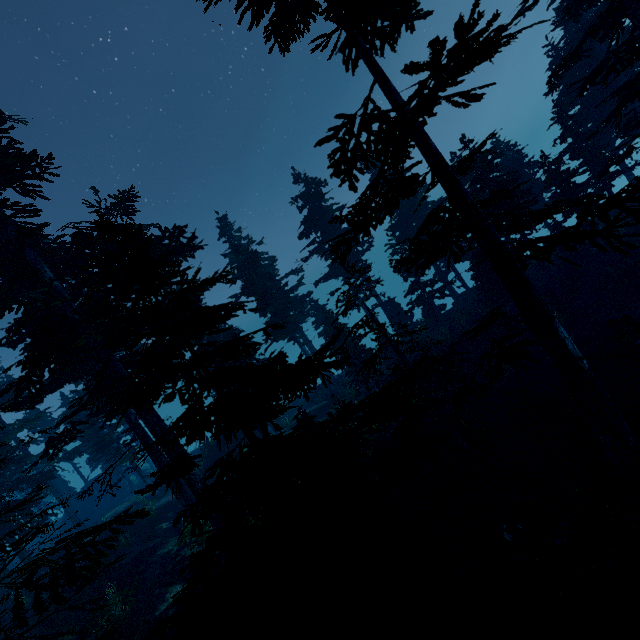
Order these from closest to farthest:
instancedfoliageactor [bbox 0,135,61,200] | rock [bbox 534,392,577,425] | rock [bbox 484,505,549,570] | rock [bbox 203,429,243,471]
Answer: rock [bbox 484,505,549,570], instancedfoliageactor [bbox 0,135,61,200], rock [bbox 534,392,577,425], rock [bbox 203,429,243,471]

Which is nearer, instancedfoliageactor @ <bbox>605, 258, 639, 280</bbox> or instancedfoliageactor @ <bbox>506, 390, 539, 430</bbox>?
instancedfoliageactor @ <bbox>506, 390, 539, 430</bbox>

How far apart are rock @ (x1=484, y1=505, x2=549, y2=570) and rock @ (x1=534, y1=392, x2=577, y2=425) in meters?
5.3

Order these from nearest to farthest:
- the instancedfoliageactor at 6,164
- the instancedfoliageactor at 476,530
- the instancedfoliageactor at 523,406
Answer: the instancedfoliageactor at 476,530 → the instancedfoliageactor at 6,164 → the instancedfoliageactor at 523,406

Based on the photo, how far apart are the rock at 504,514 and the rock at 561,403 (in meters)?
5.26

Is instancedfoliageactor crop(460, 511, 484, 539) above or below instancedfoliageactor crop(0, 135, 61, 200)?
below

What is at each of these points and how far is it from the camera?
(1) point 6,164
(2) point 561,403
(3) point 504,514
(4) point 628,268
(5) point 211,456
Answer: (1) instancedfoliageactor, 13.1m
(2) rock, 14.7m
(3) rock, 11.0m
(4) instancedfoliageactor, 19.9m
(5) rock, 27.8m

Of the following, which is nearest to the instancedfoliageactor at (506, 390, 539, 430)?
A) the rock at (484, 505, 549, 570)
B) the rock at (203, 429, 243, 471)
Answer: the rock at (484, 505, 549, 570)
